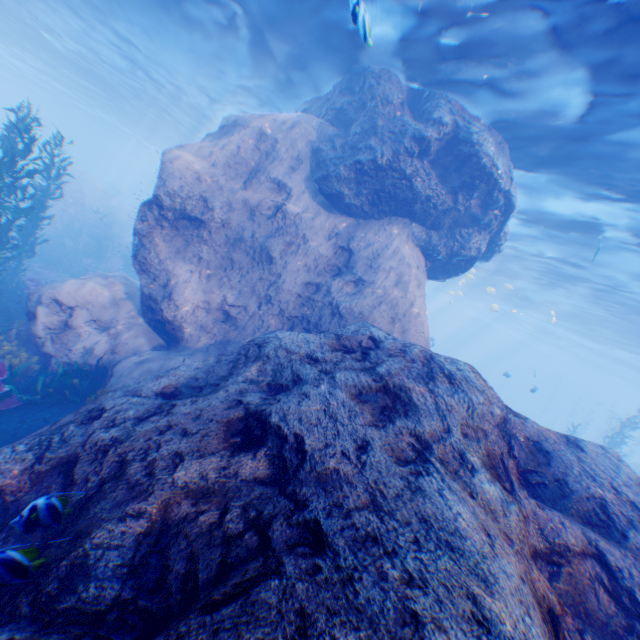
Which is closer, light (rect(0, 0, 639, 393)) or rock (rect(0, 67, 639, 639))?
rock (rect(0, 67, 639, 639))

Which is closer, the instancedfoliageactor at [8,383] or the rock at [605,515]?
the rock at [605,515]

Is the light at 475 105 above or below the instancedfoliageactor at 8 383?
above

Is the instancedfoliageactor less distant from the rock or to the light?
the rock

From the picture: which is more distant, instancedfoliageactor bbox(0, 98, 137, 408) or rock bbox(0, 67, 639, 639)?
instancedfoliageactor bbox(0, 98, 137, 408)

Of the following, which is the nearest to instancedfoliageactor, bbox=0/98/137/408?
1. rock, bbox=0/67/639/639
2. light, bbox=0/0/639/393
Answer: rock, bbox=0/67/639/639

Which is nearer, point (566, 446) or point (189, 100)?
point (566, 446)
